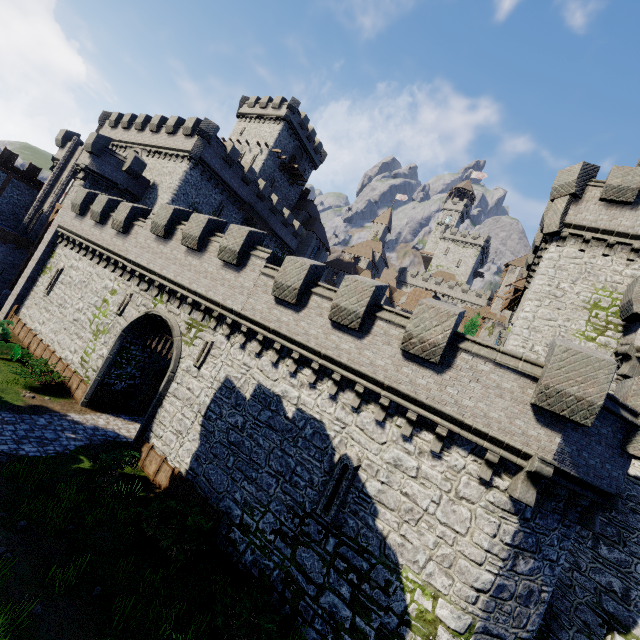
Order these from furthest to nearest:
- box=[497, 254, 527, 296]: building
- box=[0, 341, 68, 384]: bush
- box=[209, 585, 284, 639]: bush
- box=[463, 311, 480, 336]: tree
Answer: box=[497, 254, 527, 296]: building
box=[463, 311, 480, 336]: tree
box=[0, 341, 68, 384]: bush
box=[209, 585, 284, 639]: bush

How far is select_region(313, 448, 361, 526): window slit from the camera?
11.0m

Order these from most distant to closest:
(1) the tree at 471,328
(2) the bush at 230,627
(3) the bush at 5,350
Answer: (1) the tree at 471,328 < (3) the bush at 5,350 < (2) the bush at 230,627

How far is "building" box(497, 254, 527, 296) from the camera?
47.81m

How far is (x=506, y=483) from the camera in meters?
9.4 m

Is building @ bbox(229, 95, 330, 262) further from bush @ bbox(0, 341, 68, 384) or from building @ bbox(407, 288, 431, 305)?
bush @ bbox(0, 341, 68, 384)

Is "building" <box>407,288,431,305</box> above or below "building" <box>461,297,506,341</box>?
above

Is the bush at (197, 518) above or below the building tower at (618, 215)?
below
